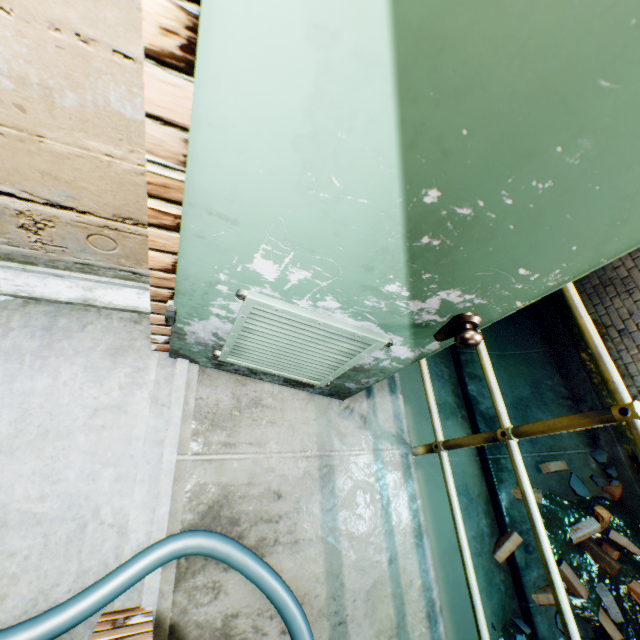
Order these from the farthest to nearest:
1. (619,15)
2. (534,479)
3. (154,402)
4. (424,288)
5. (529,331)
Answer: (529,331) < (534,479) < (154,402) < (424,288) < (619,15)

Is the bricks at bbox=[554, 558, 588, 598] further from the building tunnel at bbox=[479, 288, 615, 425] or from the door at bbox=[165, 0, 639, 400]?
the door at bbox=[165, 0, 639, 400]

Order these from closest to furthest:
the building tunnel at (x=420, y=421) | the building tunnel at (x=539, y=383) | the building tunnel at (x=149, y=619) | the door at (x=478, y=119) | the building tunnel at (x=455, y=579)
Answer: the door at (x=478, y=119), the building tunnel at (x=149, y=619), the building tunnel at (x=455, y=579), the building tunnel at (x=420, y=421), the building tunnel at (x=539, y=383)

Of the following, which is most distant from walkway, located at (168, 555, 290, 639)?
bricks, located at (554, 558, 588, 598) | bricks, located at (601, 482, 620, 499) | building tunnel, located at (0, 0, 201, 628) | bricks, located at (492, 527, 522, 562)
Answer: bricks, located at (601, 482, 620, 499)

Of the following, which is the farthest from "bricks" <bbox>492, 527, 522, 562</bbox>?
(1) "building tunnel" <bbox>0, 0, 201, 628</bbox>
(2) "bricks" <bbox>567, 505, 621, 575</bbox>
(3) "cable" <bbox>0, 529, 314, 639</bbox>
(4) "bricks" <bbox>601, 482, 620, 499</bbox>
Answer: (3) "cable" <bbox>0, 529, 314, 639</bbox>

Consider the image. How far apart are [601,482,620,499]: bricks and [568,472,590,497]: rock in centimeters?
4cm

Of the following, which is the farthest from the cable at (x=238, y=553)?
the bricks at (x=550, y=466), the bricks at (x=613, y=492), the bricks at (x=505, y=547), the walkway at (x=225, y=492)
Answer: the bricks at (x=613, y=492)

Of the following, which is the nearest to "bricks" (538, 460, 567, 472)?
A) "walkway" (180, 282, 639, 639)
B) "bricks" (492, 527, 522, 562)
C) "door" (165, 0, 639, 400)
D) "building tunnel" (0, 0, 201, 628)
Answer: "building tunnel" (0, 0, 201, 628)
